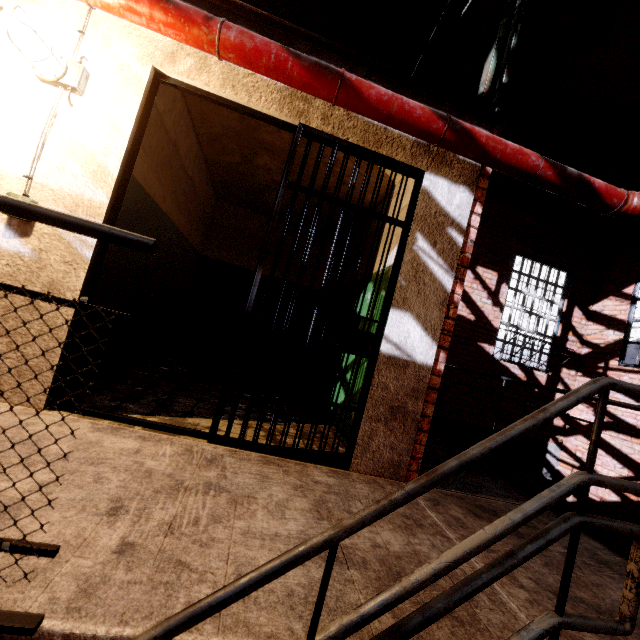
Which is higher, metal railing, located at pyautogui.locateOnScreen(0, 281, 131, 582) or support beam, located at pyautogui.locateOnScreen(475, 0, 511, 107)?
support beam, located at pyautogui.locateOnScreen(475, 0, 511, 107)

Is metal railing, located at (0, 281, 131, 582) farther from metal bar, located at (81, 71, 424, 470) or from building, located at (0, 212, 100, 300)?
metal bar, located at (81, 71, 424, 470)

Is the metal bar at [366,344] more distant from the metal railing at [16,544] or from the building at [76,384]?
the metal railing at [16,544]

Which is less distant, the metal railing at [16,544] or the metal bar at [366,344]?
the metal railing at [16,544]

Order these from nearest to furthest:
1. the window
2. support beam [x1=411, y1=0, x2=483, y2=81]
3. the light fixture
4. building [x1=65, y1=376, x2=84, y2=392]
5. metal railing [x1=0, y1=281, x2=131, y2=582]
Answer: metal railing [x1=0, y1=281, x2=131, y2=582] → the light fixture → building [x1=65, y1=376, x2=84, y2=392] → support beam [x1=411, y1=0, x2=483, y2=81] → the window

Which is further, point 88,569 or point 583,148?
point 583,148

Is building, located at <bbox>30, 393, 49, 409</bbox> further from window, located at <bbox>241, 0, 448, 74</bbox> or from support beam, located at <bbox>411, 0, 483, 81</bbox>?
window, located at <bbox>241, 0, 448, 74</bbox>

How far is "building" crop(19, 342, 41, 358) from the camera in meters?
2.0
